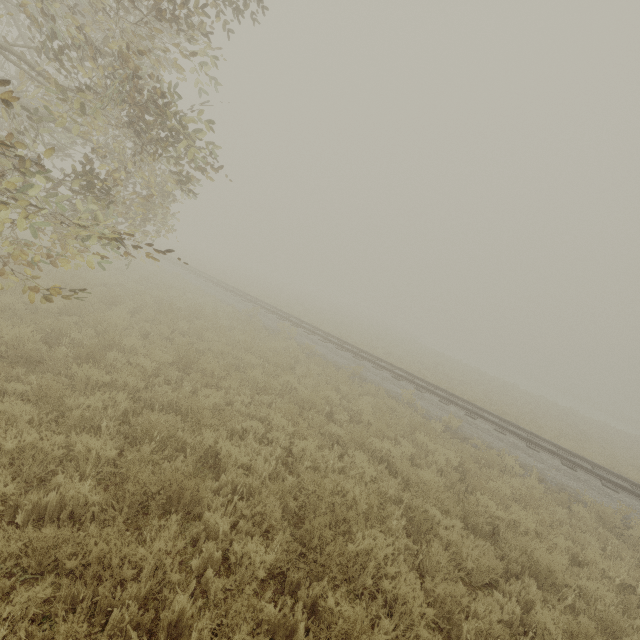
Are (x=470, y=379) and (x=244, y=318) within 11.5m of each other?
no
